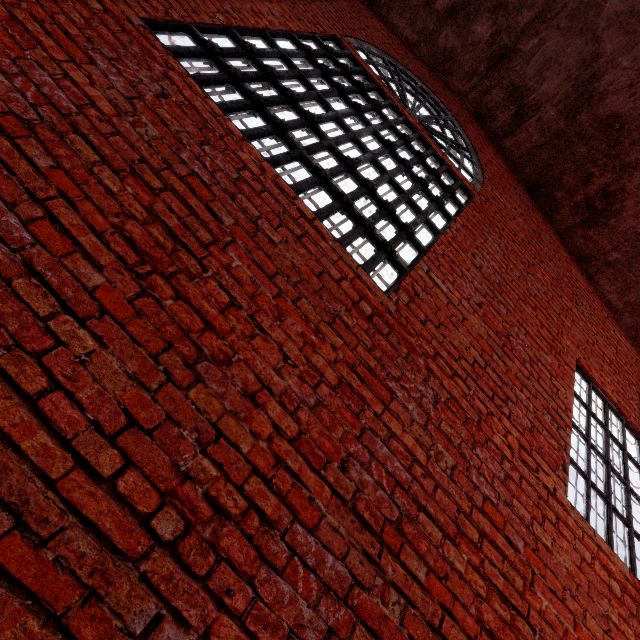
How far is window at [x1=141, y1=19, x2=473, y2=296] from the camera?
2.8 meters

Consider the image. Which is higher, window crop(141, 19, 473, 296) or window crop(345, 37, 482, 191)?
window crop(345, 37, 482, 191)

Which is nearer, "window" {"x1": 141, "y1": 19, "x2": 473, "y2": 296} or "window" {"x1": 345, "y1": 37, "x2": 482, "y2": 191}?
"window" {"x1": 141, "y1": 19, "x2": 473, "y2": 296}

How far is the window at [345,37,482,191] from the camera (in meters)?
4.80

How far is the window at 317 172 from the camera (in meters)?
2.78

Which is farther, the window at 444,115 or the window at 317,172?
the window at 444,115

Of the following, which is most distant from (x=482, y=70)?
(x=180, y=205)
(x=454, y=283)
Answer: (x=180, y=205)
